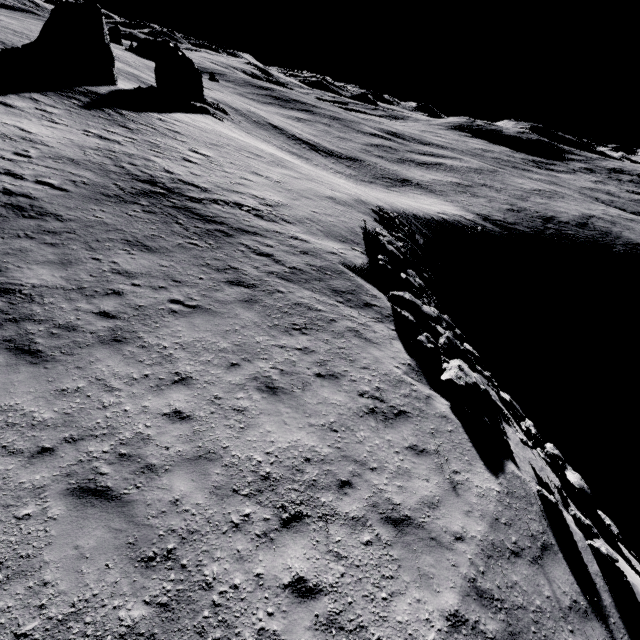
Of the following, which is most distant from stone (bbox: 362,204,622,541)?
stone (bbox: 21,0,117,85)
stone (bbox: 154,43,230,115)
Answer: stone (bbox: 154,43,230,115)

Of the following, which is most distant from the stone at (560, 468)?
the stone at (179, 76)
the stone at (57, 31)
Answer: the stone at (179, 76)

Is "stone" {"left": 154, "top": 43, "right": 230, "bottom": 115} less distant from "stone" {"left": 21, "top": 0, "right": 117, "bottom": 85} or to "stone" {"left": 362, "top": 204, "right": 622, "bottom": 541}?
"stone" {"left": 21, "top": 0, "right": 117, "bottom": 85}

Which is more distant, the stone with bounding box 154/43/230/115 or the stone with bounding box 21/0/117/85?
the stone with bounding box 154/43/230/115

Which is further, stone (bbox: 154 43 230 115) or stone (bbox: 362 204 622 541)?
stone (bbox: 154 43 230 115)

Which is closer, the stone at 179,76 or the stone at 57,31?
the stone at 57,31

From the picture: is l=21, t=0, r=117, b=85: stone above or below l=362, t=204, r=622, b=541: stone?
above

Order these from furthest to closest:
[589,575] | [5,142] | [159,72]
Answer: [159,72] < [5,142] < [589,575]
